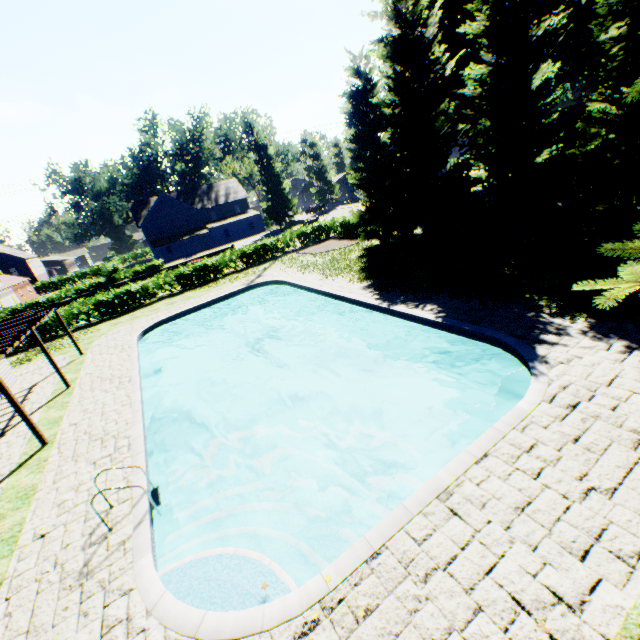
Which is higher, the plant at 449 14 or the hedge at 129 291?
the plant at 449 14

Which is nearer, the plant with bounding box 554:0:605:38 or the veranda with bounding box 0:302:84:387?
the veranda with bounding box 0:302:84:387

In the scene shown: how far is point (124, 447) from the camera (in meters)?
9.12

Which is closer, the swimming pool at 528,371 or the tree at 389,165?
the swimming pool at 528,371

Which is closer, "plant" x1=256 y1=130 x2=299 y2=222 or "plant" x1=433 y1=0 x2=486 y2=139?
"plant" x1=433 y1=0 x2=486 y2=139

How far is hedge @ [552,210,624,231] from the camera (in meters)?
14.49

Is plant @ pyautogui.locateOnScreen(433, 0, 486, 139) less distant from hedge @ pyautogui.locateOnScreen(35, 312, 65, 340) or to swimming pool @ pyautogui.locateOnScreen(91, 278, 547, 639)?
hedge @ pyautogui.locateOnScreen(35, 312, 65, 340)
